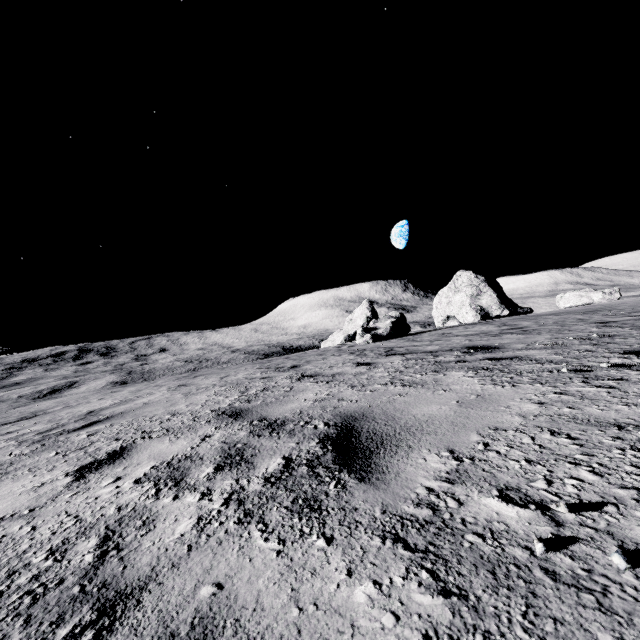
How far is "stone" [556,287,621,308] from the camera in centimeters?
1978cm

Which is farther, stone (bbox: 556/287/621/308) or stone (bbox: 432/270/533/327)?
stone (bbox: 432/270/533/327)

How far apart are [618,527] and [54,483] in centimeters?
295cm

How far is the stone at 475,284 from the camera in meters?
28.4

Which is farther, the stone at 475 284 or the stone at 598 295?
the stone at 475 284

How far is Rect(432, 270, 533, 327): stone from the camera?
28.4 meters
